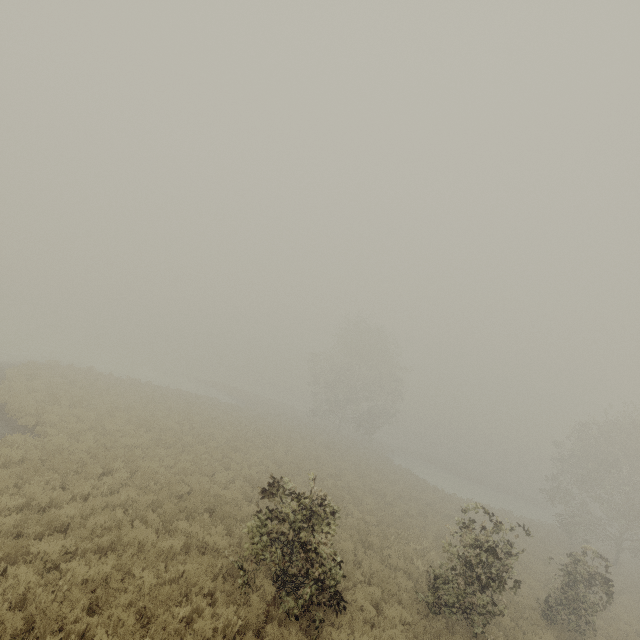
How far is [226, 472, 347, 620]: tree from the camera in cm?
786

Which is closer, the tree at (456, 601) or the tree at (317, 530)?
the tree at (317, 530)

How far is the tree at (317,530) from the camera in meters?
7.9

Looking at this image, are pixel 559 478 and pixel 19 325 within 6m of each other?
no

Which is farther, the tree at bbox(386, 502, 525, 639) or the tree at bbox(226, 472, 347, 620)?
the tree at bbox(386, 502, 525, 639)
